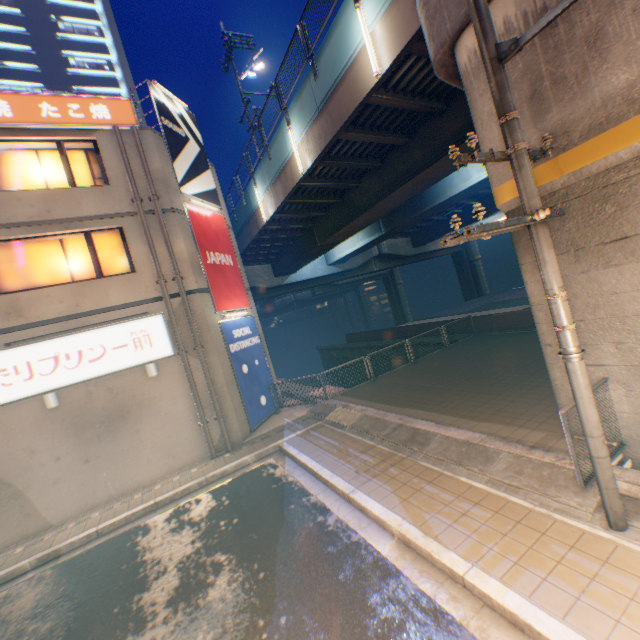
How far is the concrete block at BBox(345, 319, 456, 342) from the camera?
20.7 meters

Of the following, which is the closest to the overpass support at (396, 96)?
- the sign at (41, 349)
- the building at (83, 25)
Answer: the sign at (41, 349)

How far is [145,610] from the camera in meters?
5.4 m

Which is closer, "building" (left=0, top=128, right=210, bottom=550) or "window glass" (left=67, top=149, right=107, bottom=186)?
"building" (left=0, top=128, right=210, bottom=550)

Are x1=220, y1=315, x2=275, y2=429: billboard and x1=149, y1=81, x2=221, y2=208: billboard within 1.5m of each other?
no

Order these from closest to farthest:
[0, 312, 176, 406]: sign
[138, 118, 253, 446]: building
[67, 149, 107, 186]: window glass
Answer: [0, 312, 176, 406]: sign
[67, 149, 107, 186]: window glass
[138, 118, 253, 446]: building

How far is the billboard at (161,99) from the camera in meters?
12.2

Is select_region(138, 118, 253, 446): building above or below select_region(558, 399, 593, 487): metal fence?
above
